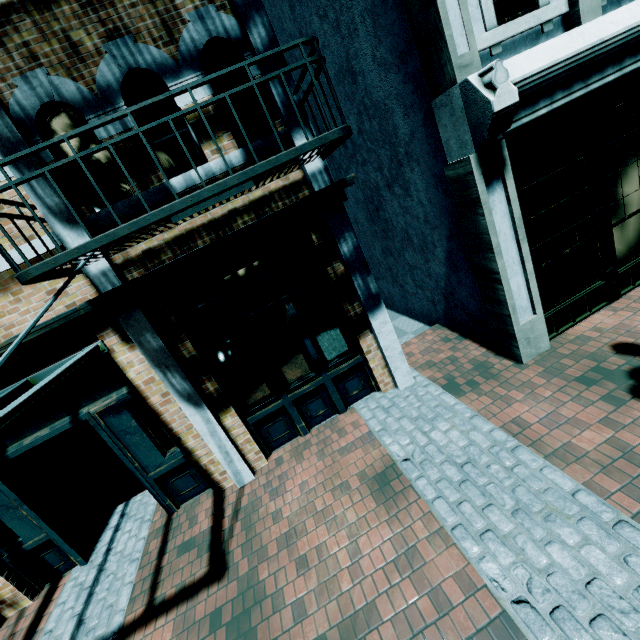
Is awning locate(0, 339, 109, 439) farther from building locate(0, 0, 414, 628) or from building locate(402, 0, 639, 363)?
building locate(402, 0, 639, 363)

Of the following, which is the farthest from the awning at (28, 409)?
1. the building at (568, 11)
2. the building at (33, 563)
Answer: the building at (568, 11)

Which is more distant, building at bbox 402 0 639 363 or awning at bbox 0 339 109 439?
building at bbox 402 0 639 363

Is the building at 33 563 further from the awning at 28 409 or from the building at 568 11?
the building at 568 11

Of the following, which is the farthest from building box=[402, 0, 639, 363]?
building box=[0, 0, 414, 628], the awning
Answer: the awning

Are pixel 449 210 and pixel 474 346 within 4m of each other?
yes

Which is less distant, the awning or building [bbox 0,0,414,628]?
the awning
